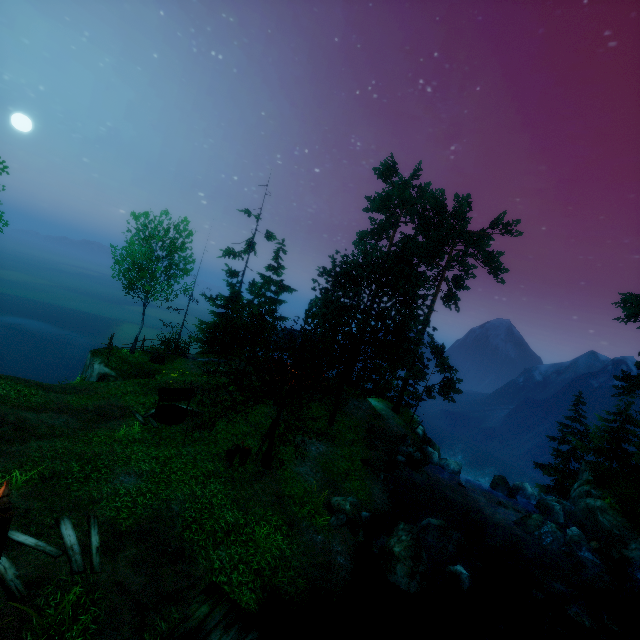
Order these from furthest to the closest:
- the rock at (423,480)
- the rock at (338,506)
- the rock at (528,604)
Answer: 1. the rock at (423,480)
2. the rock at (528,604)
3. the rock at (338,506)

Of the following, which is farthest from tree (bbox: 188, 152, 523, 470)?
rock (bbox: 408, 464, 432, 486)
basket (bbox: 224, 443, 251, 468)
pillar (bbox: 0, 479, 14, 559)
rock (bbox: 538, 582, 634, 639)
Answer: rock (bbox: 538, 582, 634, 639)

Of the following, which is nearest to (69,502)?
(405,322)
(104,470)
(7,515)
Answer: → (104,470)

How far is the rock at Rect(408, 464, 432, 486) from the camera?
21.4m

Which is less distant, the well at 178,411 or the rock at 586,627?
the rock at 586,627

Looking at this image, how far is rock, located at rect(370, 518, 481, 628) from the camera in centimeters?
1135cm

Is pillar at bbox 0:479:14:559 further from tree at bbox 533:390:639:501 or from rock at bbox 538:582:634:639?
rock at bbox 538:582:634:639

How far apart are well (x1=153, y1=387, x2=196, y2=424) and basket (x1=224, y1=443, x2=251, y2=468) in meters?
3.9 m
